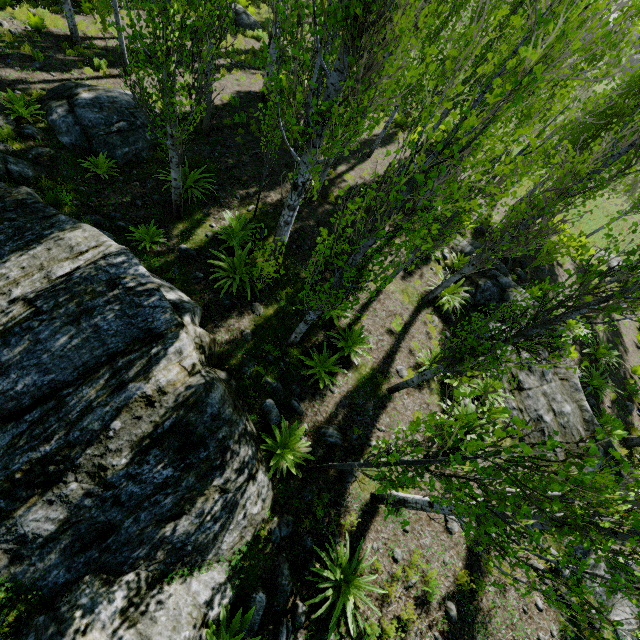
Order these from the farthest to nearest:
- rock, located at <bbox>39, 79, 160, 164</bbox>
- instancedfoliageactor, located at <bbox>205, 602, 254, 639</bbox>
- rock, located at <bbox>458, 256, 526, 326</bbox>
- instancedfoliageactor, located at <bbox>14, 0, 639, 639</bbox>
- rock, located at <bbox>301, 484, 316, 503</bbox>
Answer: rock, located at <bbox>458, 256, 526, 326</bbox>, rock, located at <bbox>39, 79, 160, 164</bbox>, rock, located at <bbox>301, 484, 316, 503</bbox>, instancedfoliageactor, located at <bbox>205, 602, 254, 639</bbox>, instancedfoliageactor, located at <bbox>14, 0, 639, 639</bbox>

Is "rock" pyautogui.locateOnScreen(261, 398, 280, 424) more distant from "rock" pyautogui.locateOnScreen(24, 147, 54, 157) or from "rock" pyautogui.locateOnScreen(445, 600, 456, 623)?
"rock" pyautogui.locateOnScreen(445, 600, 456, 623)

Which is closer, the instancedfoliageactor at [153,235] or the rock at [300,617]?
the rock at [300,617]

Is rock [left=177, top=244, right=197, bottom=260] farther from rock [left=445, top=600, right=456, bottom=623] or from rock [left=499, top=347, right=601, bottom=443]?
rock [left=445, top=600, right=456, bottom=623]

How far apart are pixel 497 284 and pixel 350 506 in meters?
9.1 m

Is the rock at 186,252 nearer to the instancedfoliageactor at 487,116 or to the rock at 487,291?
Result: the instancedfoliageactor at 487,116

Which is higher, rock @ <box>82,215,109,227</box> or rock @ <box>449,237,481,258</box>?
rock @ <box>449,237,481,258</box>

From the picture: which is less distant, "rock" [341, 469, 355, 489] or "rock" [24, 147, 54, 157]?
"rock" [341, 469, 355, 489]
